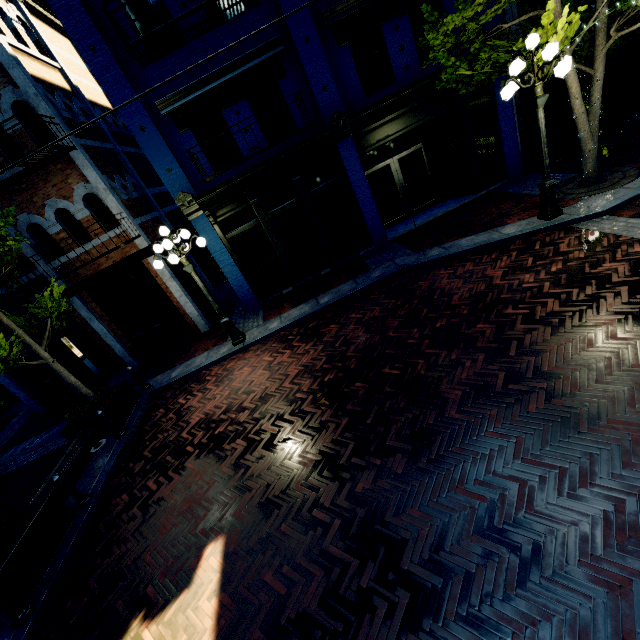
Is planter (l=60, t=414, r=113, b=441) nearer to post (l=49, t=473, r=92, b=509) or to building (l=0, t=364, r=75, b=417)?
post (l=49, t=473, r=92, b=509)

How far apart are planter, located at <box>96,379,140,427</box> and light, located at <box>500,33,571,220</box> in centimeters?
1123cm

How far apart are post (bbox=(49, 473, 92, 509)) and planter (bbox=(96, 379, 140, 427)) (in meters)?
1.90

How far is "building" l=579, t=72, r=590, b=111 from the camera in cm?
1088

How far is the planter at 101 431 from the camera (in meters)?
7.89

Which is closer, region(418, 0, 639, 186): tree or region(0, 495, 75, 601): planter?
region(0, 495, 75, 601): planter

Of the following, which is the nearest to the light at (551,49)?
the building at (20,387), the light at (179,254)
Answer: the light at (179,254)

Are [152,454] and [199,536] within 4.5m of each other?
yes
